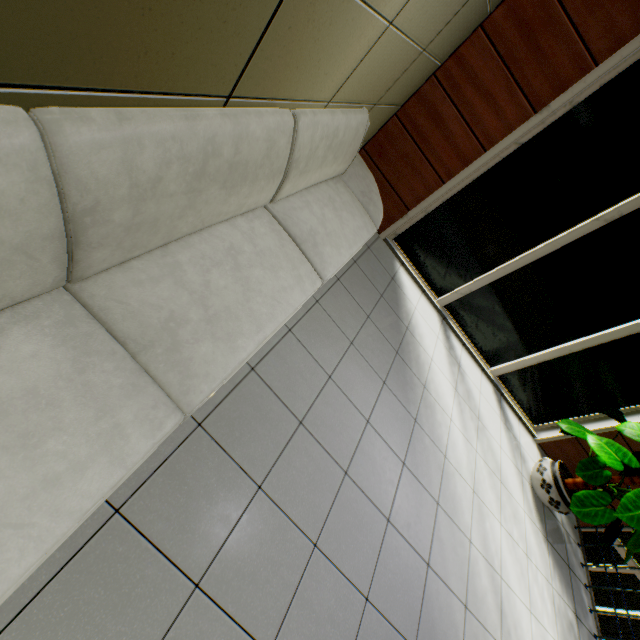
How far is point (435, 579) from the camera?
2.41m

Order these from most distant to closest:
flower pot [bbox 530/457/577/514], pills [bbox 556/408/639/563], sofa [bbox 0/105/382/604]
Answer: flower pot [bbox 530/457/577/514]
pills [bbox 556/408/639/563]
sofa [bbox 0/105/382/604]

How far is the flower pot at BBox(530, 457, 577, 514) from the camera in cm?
389

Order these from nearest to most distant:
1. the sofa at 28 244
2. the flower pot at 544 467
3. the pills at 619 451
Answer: the sofa at 28 244
the pills at 619 451
the flower pot at 544 467

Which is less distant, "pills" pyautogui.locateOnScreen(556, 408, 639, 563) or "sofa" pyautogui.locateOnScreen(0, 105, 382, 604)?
"sofa" pyautogui.locateOnScreen(0, 105, 382, 604)

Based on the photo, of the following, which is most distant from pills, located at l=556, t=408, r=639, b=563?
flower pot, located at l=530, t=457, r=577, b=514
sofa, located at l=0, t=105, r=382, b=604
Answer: sofa, located at l=0, t=105, r=382, b=604

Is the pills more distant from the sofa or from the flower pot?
the sofa

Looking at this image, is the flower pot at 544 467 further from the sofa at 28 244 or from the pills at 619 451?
the sofa at 28 244
